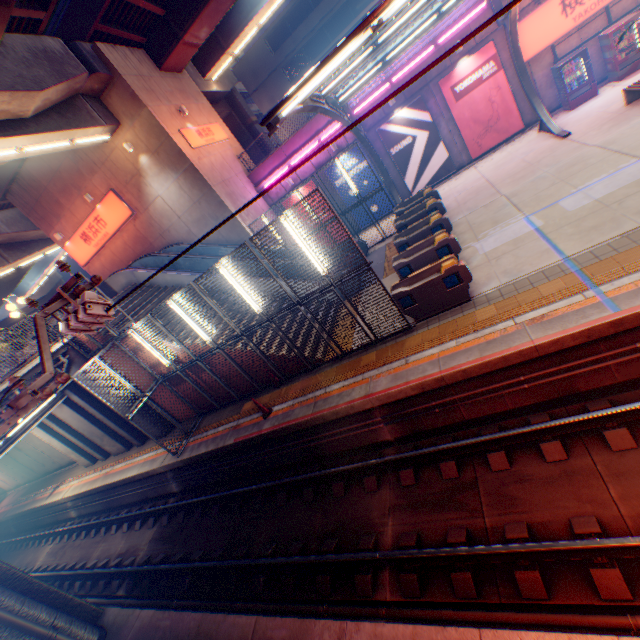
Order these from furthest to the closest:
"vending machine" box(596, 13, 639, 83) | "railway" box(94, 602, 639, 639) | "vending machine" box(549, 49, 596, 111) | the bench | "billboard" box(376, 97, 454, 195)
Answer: "billboard" box(376, 97, 454, 195), "vending machine" box(549, 49, 596, 111), "vending machine" box(596, 13, 639, 83), the bench, "railway" box(94, 602, 639, 639)

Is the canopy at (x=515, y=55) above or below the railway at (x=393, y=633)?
above

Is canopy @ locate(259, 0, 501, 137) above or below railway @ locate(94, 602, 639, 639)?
above

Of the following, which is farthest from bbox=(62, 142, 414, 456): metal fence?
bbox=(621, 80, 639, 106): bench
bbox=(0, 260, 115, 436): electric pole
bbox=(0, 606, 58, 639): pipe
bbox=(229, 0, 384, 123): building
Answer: bbox=(229, 0, 384, 123): building

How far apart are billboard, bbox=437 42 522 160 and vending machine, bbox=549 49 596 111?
1.6 meters

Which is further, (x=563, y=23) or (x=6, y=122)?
(x=563, y=23)

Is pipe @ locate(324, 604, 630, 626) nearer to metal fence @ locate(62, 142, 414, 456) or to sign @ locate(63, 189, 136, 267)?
metal fence @ locate(62, 142, 414, 456)

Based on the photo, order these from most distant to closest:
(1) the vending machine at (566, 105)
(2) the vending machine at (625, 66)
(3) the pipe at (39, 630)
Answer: (1) the vending machine at (566, 105) → (2) the vending machine at (625, 66) → (3) the pipe at (39, 630)
